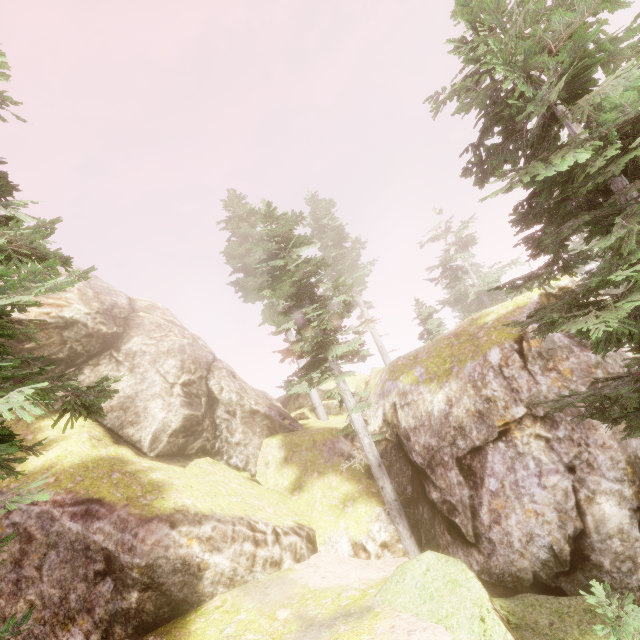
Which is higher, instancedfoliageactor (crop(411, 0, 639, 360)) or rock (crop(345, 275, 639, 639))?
instancedfoliageactor (crop(411, 0, 639, 360))

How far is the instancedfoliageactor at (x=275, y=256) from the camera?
12.15m

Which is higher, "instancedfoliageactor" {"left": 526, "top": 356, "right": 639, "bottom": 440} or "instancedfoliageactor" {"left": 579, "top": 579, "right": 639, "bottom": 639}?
"instancedfoliageactor" {"left": 526, "top": 356, "right": 639, "bottom": 440}

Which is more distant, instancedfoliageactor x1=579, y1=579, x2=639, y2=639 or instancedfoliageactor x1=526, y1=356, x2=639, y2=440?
instancedfoliageactor x1=526, y1=356, x2=639, y2=440

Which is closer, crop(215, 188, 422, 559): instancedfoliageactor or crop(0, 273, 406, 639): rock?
Result: crop(0, 273, 406, 639): rock

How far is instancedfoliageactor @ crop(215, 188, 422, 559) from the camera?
12.15m

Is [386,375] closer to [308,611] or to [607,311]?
[308,611]

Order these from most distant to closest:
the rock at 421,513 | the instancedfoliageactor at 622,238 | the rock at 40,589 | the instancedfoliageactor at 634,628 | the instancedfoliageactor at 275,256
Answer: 1. the instancedfoliageactor at 275,256
2. the rock at 40,589
3. the rock at 421,513
4. the instancedfoliageactor at 622,238
5. the instancedfoliageactor at 634,628
